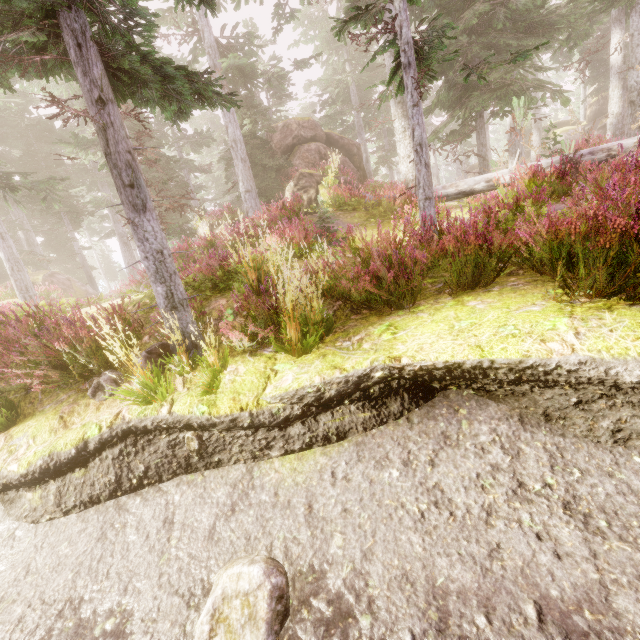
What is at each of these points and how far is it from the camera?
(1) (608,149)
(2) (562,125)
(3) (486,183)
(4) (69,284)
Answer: Answer:
(1) tree, 8.9 meters
(2) rock, 38.1 meters
(3) tree, 10.2 meters
(4) rock, 21.8 meters

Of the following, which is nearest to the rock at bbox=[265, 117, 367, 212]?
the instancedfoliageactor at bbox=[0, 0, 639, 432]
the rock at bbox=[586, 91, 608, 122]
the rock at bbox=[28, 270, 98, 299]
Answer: the instancedfoliageactor at bbox=[0, 0, 639, 432]

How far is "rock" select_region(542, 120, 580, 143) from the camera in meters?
32.3

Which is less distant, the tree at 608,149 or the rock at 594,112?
the tree at 608,149

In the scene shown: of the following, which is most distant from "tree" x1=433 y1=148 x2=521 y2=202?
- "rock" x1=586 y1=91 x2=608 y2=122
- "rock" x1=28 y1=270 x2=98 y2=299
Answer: "rock" x1=586 y1=91 x2=608 y2=122

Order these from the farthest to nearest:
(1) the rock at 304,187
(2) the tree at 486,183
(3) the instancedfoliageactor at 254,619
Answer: (1) the rock at 304,187
(2) the tree at 486,183
(3) the instancedfoliageactor at 254,619

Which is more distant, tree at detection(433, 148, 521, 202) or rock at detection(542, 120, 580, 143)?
rock at detection(542, 120, 580, 143)

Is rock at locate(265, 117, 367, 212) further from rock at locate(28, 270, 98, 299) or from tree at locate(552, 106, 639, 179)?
rock at locate(28, 270, 98, 299)
